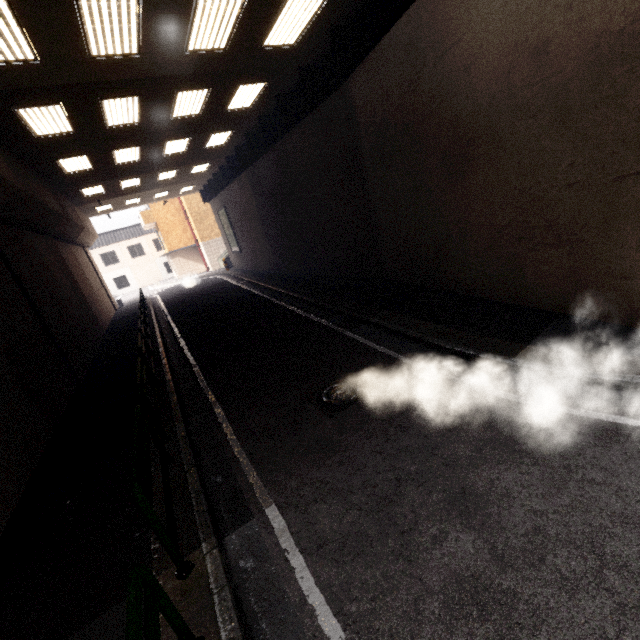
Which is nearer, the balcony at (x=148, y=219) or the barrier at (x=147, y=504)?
the barrier at (x=147, y=504)

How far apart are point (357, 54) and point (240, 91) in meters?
4.4 m

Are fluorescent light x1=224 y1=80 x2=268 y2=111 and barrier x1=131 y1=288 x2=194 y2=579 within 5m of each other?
no

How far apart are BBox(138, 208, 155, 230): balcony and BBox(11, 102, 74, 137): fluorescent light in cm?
2411

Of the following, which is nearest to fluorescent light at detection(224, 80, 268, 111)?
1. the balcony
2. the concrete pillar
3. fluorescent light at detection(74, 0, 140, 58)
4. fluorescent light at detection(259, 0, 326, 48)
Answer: fluorescent light at detection(259, 0, 326, 48)

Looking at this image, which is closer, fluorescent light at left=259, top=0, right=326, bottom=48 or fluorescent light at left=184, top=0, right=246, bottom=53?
fluorescent light at left=184, top=0, right=246, bottom=53

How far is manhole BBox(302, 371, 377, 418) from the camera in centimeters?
508cm

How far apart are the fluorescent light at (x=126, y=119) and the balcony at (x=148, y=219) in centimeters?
2403cm
